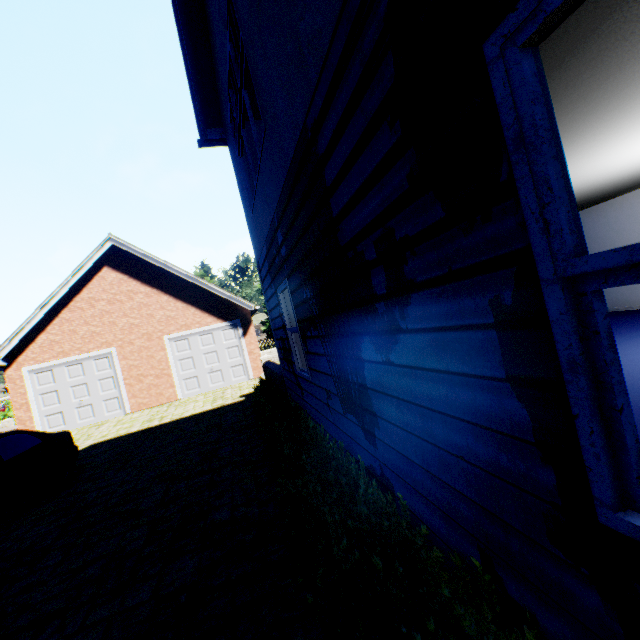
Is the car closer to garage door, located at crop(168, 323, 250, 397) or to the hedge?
the hedge

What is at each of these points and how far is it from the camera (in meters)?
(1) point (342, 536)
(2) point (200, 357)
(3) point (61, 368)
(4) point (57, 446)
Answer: (1) hedge, 2.50
(2) garage door, 15.20
(3) garage door, 13.70
(4) car, 7.60

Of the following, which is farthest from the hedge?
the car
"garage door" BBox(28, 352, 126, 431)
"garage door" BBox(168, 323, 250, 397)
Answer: "garage door" BBox(28, 352, 126, 431)

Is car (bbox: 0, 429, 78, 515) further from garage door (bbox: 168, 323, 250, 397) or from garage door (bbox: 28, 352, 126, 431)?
garage door (bbox: 168, 323, 250, 397)

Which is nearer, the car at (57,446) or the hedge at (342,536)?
the hedge at (342,536)

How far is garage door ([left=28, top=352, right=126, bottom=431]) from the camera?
13.5 meters

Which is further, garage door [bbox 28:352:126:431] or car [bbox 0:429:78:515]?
garage door [bbox 28:352:126:431]

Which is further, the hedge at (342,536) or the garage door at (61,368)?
the garage door at (61,368)
